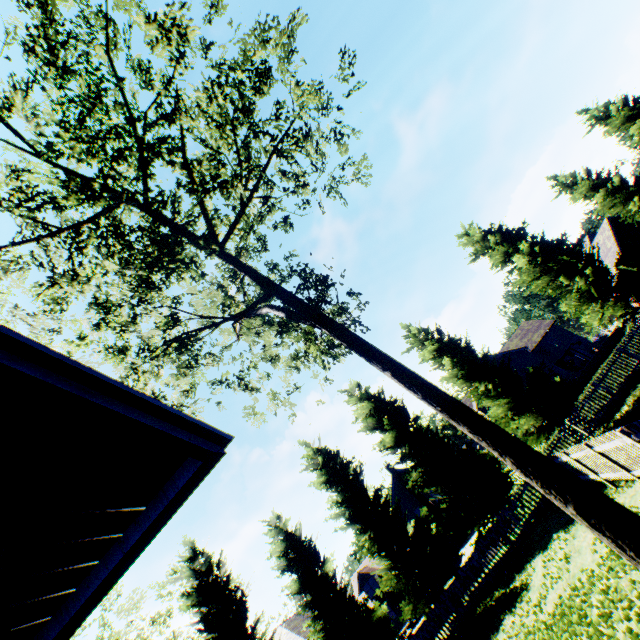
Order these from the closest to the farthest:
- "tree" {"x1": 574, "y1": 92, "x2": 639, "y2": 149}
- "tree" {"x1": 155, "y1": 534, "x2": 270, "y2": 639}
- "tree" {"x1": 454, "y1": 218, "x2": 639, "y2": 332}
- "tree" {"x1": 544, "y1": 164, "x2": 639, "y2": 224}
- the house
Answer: the house → "tree" {"x1": 155, "y1": 534, "x2": 270, "y2": 639} → "tree" {"x1": 454, "y1": 218, "x2": 639, "y2": 332} → "tree" {"x1": 544, "y1": 164, "x2": 639, "y2": 224} → "tree" {"x1": 574, "y1": 92, "x2": 639, "y2": 149}

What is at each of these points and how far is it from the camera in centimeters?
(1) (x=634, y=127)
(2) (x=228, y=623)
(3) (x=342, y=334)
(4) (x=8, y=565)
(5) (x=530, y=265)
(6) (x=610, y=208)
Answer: (1) tree, 2602cm
(2) tree, 1848cm
(3) tree, 1005cm
(4) house, 190cm
(5) tree, 2298cm
(6) tree, 2362cm

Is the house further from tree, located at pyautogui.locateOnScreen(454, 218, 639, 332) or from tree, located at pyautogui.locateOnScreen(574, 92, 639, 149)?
tree, located at pyautogui.locateOnScreen(574, 92, 639, 149)

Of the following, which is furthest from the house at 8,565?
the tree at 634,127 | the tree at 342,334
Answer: the tree at 634,127

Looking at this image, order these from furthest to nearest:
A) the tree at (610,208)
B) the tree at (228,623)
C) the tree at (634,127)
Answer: the tree at (634,127), the tree at (610,208), the tree at (228,623)

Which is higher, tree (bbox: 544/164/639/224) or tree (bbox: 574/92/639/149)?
tree (bbox: 574/92/639/149)
